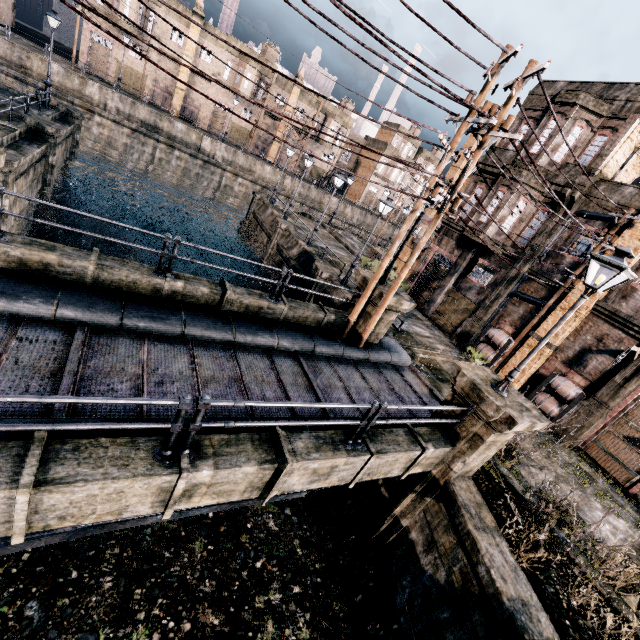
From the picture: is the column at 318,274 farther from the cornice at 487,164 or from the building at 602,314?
the cornice at 487,164

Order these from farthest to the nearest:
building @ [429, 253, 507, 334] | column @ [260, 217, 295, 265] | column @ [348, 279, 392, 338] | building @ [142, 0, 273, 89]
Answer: building @ [142, 0, 273, 89] < column @ [260, 217, 295, 265] < building @ [429, 253, 507, 334] < column @ [348, 279, 392, 338]

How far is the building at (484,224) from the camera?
20.50m

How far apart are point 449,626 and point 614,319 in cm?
1571

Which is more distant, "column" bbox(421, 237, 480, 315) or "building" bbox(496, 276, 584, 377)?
"column" bbox(421, 237, 480, 315)

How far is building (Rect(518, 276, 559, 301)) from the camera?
18.27m

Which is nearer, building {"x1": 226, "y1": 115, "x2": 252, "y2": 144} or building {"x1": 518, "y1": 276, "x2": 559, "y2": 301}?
building {"x1": 518, "y1": 276, "x2": 559, "y2": 301}

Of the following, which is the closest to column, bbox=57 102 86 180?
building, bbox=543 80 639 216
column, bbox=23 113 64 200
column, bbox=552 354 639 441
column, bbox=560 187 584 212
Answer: column, bbox=23 113 64 200
